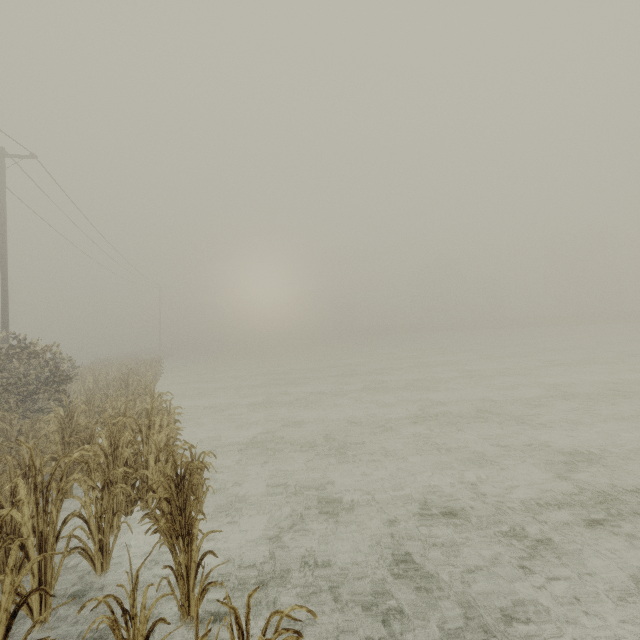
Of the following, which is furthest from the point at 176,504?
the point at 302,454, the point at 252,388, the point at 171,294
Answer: the point at 171,294
